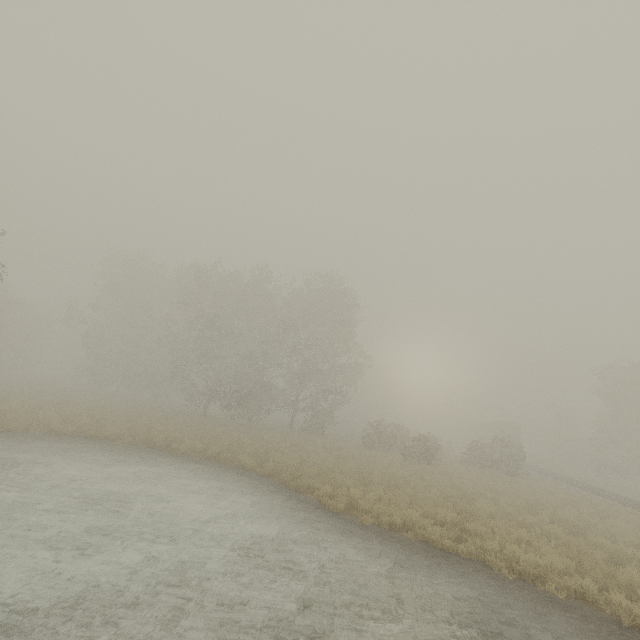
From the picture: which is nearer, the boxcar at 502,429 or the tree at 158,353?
the tree at 158,353

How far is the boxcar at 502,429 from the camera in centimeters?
4628cm

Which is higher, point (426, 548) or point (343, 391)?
point (343, 391)

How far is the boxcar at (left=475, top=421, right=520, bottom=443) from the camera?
46.28m

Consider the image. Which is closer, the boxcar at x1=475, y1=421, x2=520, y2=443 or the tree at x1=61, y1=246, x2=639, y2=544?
the tree at x1=61, y1=246, x2=639, y2=544
